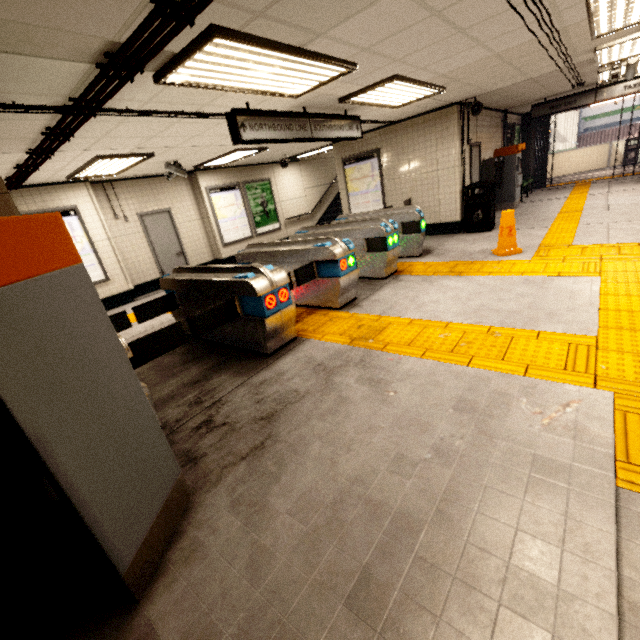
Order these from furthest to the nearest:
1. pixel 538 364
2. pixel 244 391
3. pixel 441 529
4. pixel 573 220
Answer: pixel 573 220
pixel 244 391
pixel 538 364
pixel 441 529

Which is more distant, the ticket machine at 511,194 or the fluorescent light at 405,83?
the ticket machine at 511,194

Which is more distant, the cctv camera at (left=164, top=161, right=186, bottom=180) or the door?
the door

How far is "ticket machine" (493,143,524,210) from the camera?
9.9m

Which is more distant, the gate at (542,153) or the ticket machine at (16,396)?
the gate at (542,153)

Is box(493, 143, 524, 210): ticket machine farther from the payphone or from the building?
the building

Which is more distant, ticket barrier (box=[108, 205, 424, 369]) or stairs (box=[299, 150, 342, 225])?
stairs (box=[299, 150, 342, 225])

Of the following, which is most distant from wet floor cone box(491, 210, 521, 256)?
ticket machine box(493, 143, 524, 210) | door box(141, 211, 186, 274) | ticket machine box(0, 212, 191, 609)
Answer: → door box(141, 211, 186, 274)
